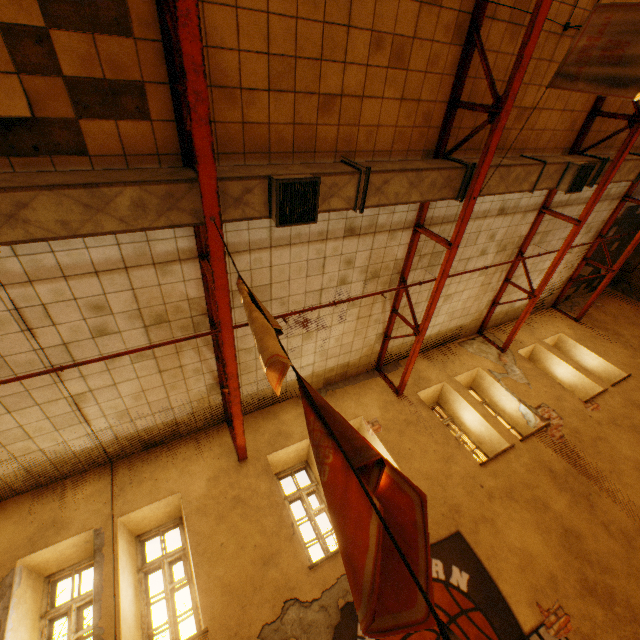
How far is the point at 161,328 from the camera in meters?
5.0 m

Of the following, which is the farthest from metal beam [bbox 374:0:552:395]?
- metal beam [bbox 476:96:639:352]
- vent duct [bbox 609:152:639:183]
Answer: metal beam [bbox 476:96:639:352]

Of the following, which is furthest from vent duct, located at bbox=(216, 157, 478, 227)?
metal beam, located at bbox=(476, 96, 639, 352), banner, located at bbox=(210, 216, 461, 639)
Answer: banner, located at bbox=(210, 216, 461, 639)

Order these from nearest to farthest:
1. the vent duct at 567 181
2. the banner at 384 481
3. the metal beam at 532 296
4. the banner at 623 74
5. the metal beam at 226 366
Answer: the banner at 384 481 → the metal beam at 226 366 → the banner at 623 74 → the vent duct at 567 181 → the metal beam at 532 296

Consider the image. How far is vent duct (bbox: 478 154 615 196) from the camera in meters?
5.5

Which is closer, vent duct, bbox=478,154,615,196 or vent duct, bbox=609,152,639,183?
vent duct, bbox=478,154,615,196

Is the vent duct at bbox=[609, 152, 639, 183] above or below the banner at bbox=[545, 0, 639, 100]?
above

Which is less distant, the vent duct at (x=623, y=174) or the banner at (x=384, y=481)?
the banner at (x=384, y=481)
